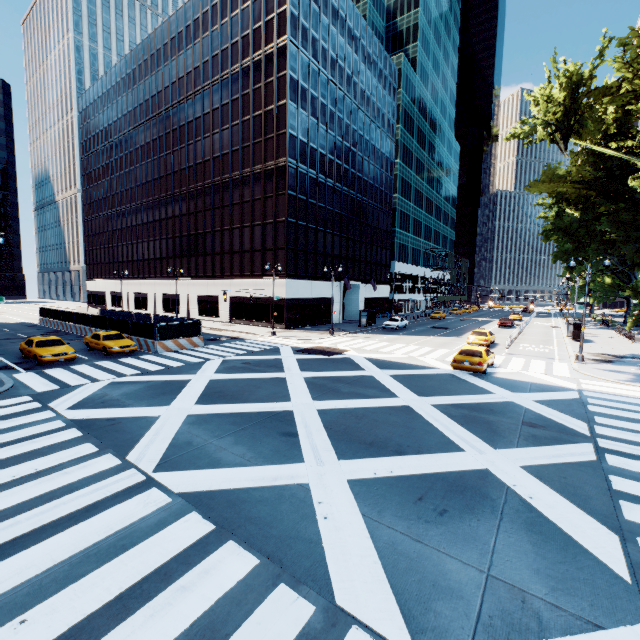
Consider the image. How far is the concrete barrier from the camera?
24.19m

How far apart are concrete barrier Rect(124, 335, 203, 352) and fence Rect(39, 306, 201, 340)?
0.0 meters

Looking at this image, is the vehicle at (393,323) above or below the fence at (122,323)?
below

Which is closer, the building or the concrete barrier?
the concrete barrier

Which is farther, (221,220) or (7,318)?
(7,318)

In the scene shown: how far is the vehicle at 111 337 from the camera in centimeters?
2212cm

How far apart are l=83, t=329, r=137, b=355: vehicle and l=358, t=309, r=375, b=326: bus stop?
26.67m

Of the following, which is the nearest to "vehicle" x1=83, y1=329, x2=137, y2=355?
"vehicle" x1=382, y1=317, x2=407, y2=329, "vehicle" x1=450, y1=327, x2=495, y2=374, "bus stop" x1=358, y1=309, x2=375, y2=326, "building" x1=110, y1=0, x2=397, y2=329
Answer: "building" x1=110, y1=0, x2=397, y2=329
